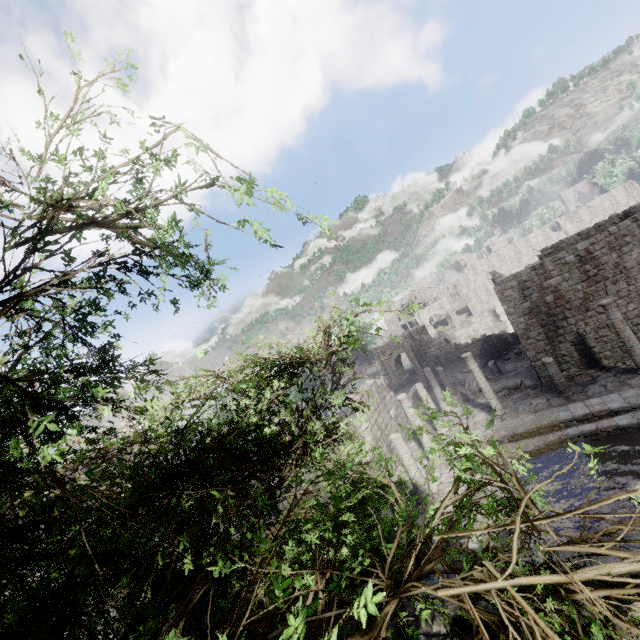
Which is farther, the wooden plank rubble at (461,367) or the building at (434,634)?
the wooden plank rubble at (461,367)

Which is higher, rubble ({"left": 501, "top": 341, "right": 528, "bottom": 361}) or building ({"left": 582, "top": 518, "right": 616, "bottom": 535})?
rubble ({"left": 501, "top": 341, "right": 528, "bottom": 361})

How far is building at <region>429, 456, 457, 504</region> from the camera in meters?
14.5

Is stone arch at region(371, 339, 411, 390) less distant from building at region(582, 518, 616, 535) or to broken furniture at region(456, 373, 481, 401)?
building at region(582, 518, 616, 535)

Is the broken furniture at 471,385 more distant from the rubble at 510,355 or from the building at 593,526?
the rubble at 510,355

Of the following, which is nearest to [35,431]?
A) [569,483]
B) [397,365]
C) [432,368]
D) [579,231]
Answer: [569,483]

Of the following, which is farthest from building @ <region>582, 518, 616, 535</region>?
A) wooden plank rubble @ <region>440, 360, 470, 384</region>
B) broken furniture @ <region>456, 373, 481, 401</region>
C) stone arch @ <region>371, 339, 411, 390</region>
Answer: stone arch @ <region>371, 339, 411, 390</region>
